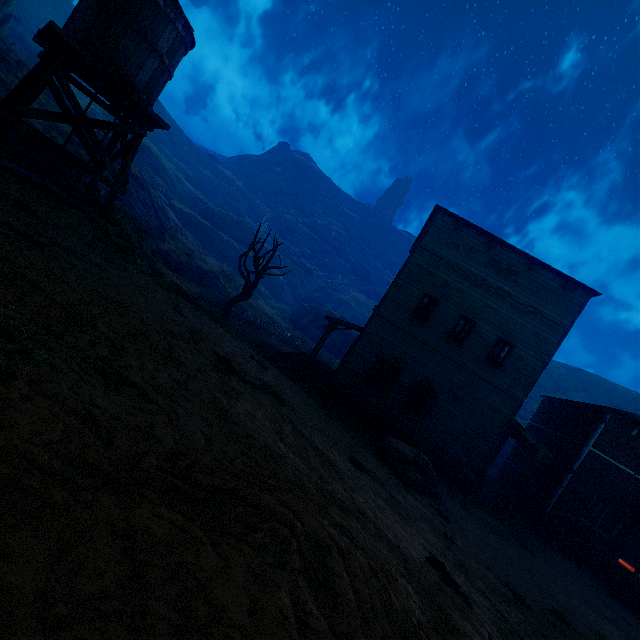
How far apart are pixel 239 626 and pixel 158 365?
3.24m

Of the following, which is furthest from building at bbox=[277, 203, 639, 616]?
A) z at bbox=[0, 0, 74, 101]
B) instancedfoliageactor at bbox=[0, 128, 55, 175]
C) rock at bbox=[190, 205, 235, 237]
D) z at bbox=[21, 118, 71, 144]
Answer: rock at bbox=[190, 205, 235, 237]

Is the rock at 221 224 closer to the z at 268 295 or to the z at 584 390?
the z at 268 295

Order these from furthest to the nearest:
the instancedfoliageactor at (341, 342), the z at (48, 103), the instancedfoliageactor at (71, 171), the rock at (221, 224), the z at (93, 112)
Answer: the rock at (221, 224), the instancedfoliageactor at (341, 342), the z at (93, 112), the z at (48, 103), the instancedfoliageactor at (71, 171)

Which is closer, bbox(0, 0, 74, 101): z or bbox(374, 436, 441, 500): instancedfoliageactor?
bbox(374, 436, 441, 500): instancedfoliageactor

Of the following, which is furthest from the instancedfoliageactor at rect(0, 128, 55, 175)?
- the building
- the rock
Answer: the rock

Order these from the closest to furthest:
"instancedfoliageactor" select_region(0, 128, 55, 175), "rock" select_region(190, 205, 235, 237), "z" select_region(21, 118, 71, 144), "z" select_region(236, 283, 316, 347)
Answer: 1. "instancedfoliageactor" select_region(0, 128, 55, 175)
2. "z" select_region(21, 118, 71, 144)
3. "z" select_region(236, 283, 316, 347)
4. "rock" select_region(190, 205, 235, 237)

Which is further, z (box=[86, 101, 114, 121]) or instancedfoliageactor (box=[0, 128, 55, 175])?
z (box=[86, 101, 114, 121])
